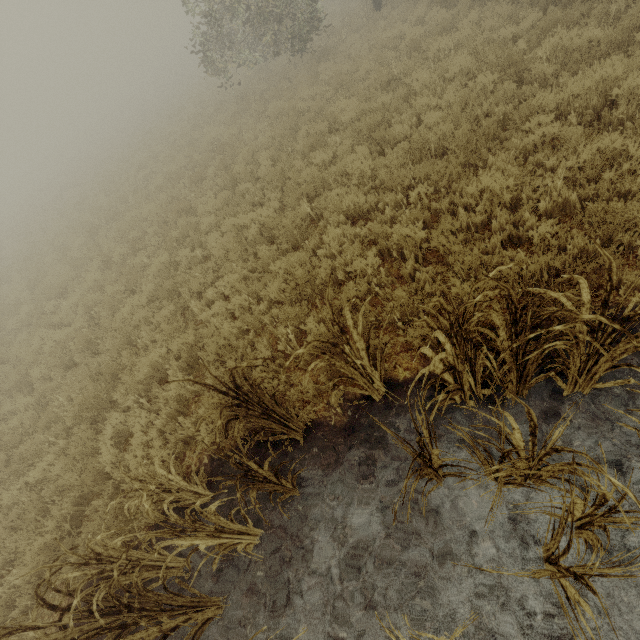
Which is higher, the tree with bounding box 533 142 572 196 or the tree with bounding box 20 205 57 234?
the tree with bounding box 20 205 57 234

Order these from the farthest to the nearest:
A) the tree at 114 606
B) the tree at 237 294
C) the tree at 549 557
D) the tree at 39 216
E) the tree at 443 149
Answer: the tree at 39 216, the tree at 237 294, the tree at 443 149, the tree at 114 606, the tree at 549 557

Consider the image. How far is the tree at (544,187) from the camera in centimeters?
439cm

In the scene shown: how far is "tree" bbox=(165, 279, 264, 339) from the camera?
6.0 meters

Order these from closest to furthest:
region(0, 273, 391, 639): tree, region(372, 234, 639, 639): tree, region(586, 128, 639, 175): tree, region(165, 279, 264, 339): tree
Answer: region(372, 234, 639, 639): tree < region(0, 273, 391, 639): tree < region(586, 128, 639, 175): tree < region(165, 279, 264, 339): tree

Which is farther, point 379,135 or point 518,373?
point 379,135

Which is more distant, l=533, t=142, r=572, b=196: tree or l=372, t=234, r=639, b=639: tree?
l=533, t=142, r=572, b=196: tree
